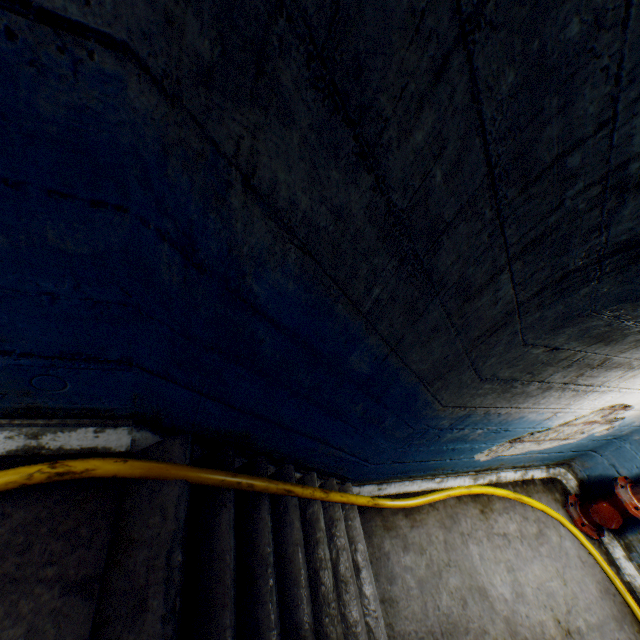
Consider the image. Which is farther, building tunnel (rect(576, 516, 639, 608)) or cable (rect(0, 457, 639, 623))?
building tunnel (rect(576, 516, 639, 608))

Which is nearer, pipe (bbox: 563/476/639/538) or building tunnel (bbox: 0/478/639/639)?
building tunnel (bbox: 0/478/639/639)

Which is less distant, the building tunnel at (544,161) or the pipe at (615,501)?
the building tunnel at (544,161)

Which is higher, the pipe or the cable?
the cable

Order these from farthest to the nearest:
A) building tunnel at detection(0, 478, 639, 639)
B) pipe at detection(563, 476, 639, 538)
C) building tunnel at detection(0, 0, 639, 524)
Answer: pipe at detection(563, 476, 639, 538)
building tunnel at detection(0, 478, 639, 639)
building tunnel at detection(0, 0, 639, 524)

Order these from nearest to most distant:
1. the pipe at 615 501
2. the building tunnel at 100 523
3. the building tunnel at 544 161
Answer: the building tunnel at 544 161 < the building tunnel at 100 523 < the pipe at 615 501

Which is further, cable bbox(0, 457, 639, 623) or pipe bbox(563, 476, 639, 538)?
pipe bbox(563, 476, 639, 538)

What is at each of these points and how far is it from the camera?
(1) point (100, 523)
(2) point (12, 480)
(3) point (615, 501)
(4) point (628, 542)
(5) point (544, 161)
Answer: (1) building tunnel, 1.33m
(2) cable, 1.25m
(3) pipe, 3.55m
(4) building tunnel, 3.65m
(5) building tunnel, 0.86m
